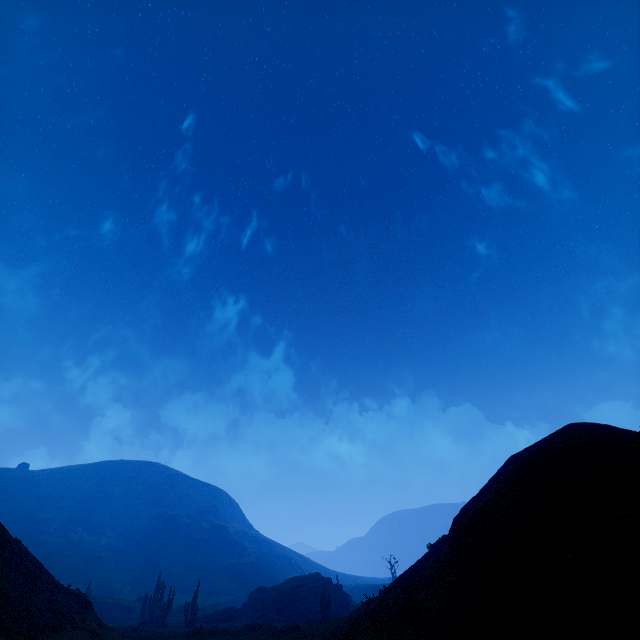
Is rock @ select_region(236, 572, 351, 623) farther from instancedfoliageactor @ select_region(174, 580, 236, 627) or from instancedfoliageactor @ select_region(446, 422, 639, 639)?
instancedfoliageactor @ select_region(446, 422, 639, 639)

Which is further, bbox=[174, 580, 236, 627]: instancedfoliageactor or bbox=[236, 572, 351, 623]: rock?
bbox=[236, 572, 351, 623]: rock

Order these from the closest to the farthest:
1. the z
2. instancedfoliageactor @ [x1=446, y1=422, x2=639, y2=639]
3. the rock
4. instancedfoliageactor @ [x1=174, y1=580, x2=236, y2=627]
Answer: instancedfoliageactor @ [x1=446, y1=422, x2=639, y2=639]
the z
instancedfoliageactor @ [x1=174, y1=580, x2=236, y2=627]
the rock

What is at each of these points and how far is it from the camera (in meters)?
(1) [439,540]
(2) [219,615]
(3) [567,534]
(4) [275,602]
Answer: (1) z, 12.01
(2) instancedfoliageactor, 40.50
(3) instancedfoliageactor, 3.41
(4) rock, 41.19

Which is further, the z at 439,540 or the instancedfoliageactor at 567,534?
the z at 439,540

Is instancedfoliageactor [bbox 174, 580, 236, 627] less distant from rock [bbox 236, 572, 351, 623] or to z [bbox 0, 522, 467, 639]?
z [bbox 0, 522, 467, 639]

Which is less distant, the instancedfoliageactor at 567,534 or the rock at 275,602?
the instancedfoliageactor at 567,534

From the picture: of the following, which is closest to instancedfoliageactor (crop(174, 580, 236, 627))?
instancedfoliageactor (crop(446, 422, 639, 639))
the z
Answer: the z
